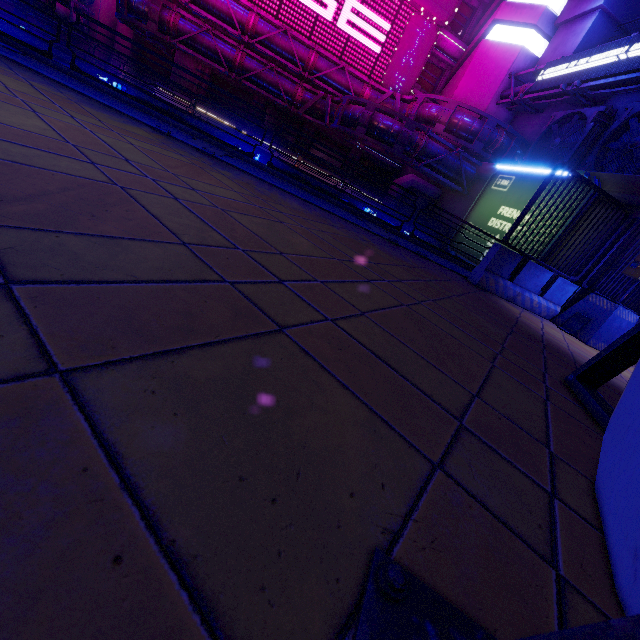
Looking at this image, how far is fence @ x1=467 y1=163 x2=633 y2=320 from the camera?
6.70m

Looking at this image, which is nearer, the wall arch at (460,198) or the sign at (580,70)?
the sign at (580,70)

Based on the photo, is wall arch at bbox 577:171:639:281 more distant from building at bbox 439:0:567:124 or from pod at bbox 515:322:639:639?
pod at bbox 515:322:639:639

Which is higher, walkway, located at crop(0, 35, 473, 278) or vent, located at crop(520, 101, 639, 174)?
vent, located at crop(520, 101, 639, 174)

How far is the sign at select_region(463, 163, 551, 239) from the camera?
17.0 meters

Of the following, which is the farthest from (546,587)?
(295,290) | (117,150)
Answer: (117,150)

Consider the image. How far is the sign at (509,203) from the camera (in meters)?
17.03

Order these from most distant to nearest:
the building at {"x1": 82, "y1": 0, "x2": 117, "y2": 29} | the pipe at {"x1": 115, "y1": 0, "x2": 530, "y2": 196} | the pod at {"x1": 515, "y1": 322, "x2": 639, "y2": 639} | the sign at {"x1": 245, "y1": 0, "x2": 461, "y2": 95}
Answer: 1. the building at {"x1": 82, "y1": 0, "x2": 117, "y2": 29}
2. the sign at {"x1": 245, "y1": 0, "x2": 461, "y2": 95}
3. the pipe at {"x1": 115, "y1": 0, "x2": 530, "y2": 196}
4. the pod at {"x1": 515, "y1": 322, "x2": 639, "y2": 639}
